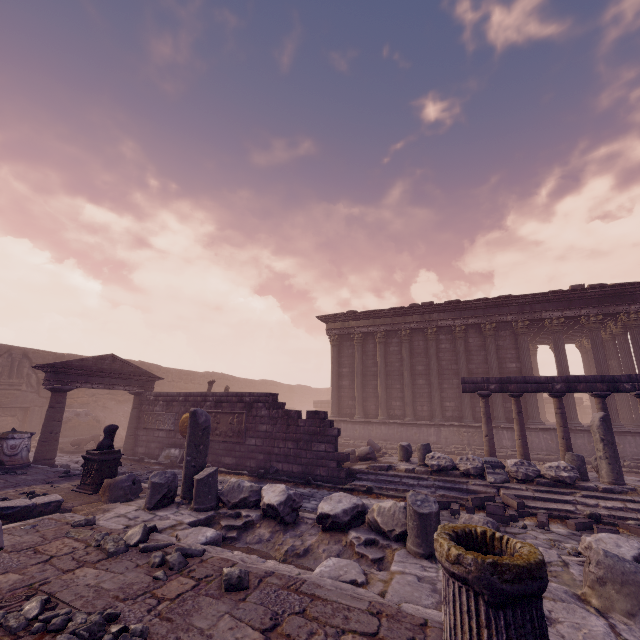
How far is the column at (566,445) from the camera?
10.3m

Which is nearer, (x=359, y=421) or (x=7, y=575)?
(x=7, y=575)

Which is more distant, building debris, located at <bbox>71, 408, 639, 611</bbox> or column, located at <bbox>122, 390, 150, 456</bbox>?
column, located at <bbox>122, 390, 150, 456</bbox>

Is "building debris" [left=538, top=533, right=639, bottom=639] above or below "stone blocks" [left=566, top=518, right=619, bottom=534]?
above

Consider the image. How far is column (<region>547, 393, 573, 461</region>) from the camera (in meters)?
10.27

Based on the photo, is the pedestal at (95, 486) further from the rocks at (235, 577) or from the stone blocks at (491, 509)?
the stone blocks at (491, 509)

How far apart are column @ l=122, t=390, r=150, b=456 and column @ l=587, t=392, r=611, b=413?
17.1m

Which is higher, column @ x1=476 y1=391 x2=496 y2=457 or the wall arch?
the wall arch
